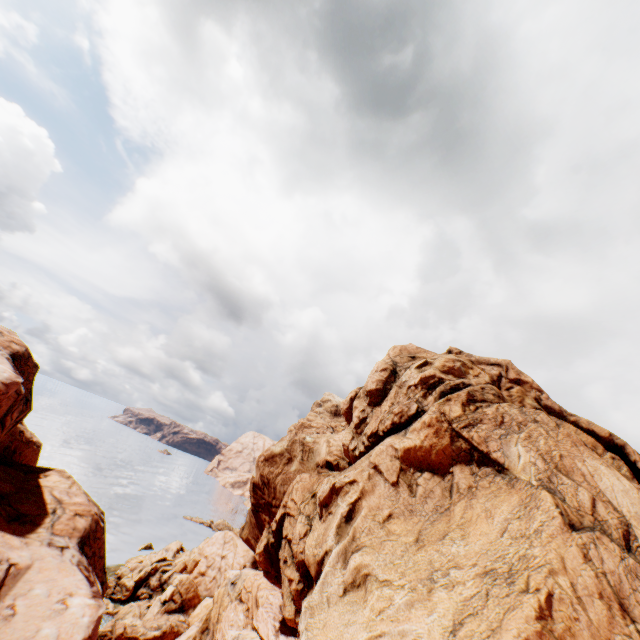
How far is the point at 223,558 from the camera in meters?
44.0 m
